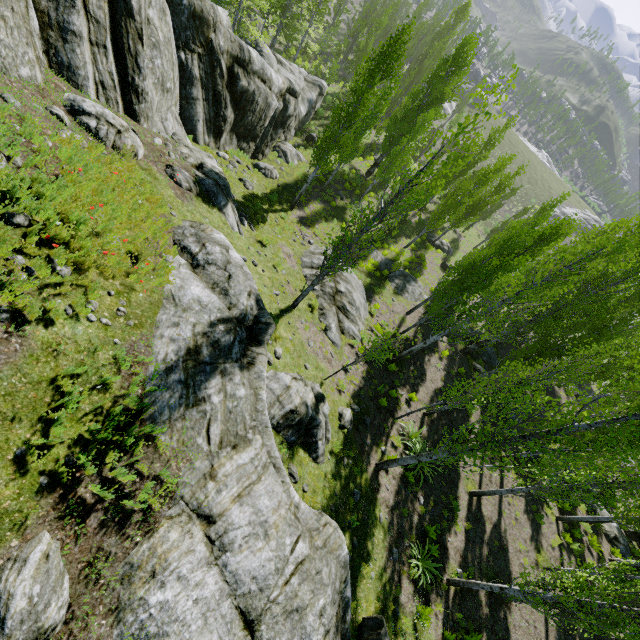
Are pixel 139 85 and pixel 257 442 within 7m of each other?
no

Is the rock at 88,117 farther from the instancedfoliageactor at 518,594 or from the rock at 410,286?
the rock at 410,286

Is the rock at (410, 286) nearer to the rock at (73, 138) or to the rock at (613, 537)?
the rock at (613, 537)

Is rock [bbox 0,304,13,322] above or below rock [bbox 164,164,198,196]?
above

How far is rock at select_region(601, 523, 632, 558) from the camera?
18.5m

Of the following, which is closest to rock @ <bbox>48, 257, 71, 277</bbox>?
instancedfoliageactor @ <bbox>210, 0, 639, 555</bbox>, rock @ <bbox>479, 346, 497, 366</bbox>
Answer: instancedfoliageactor @ <bbox>210, 0, 639, 555</bbox>

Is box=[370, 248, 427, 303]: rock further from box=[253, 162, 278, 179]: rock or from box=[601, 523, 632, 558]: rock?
box=[253, 162, 278, 179]: rock
